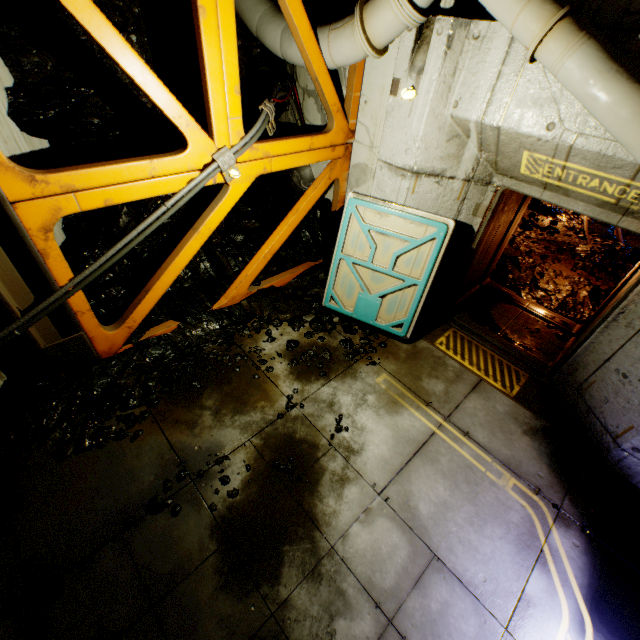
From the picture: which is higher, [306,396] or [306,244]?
[306,244]

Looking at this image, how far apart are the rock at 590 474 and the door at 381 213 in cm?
253

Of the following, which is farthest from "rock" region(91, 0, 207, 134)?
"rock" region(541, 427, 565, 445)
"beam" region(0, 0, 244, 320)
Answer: "rock" region(541, 427, 565, 445)

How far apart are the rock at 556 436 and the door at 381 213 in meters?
2.2

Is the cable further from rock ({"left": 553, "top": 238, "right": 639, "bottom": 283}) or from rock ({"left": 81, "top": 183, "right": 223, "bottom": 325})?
rock ({"left": 553, "top": 238, "right": 639, "bottom": 283})

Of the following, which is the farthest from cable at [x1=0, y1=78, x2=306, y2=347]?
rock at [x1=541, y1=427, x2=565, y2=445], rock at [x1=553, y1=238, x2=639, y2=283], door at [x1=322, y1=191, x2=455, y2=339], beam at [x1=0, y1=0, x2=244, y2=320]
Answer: rock at [x1=541, y1=427, x2=565, y2=445]

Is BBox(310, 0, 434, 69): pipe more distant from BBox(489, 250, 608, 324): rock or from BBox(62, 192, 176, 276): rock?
BBox(489, 250, 608, 324): rock

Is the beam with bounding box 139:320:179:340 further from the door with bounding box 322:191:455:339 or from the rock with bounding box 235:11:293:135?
the door with bounding box 322:191:455:339
